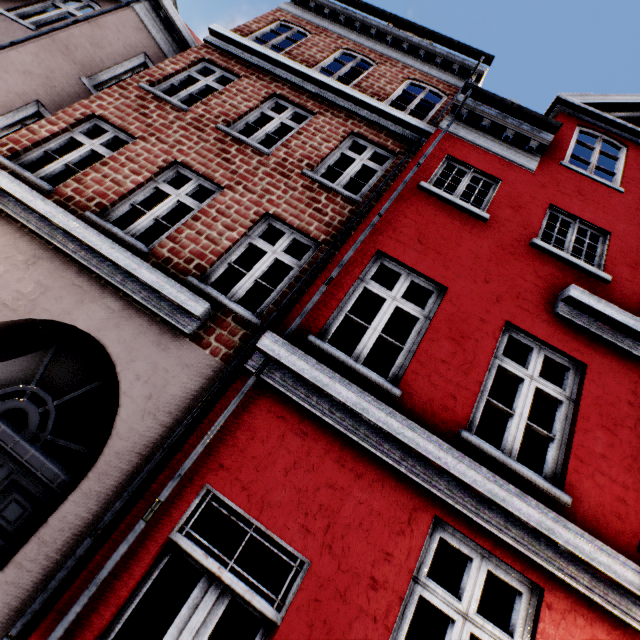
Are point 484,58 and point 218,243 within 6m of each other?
no
